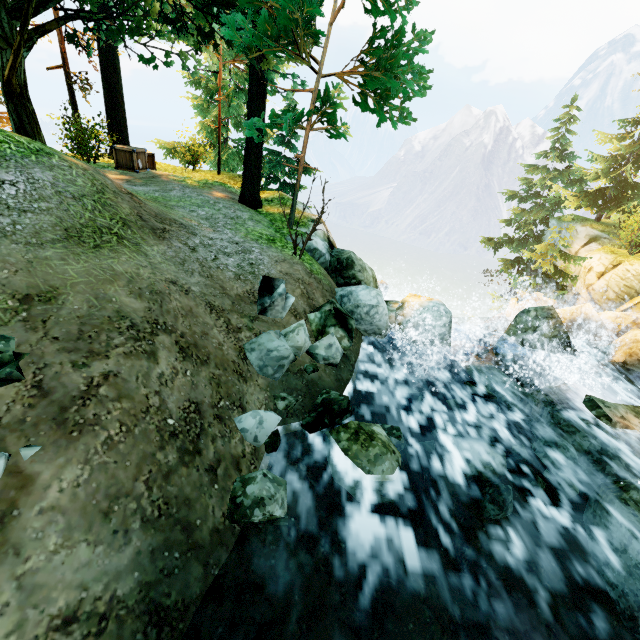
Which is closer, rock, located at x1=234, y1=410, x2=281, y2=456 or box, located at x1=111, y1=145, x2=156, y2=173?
rock, located at x1=234, y1=410, x2=281, y2=456

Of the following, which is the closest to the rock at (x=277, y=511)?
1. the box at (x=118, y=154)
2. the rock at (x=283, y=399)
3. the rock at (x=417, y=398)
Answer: the rock at (x=283, y=399)

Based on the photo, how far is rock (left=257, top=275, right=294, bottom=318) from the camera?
5.67m

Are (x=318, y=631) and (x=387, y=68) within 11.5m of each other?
yes

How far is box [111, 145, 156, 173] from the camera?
11.59m

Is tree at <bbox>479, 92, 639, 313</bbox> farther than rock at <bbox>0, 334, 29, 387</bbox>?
Yes

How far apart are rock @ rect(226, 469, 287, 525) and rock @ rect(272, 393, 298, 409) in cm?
109

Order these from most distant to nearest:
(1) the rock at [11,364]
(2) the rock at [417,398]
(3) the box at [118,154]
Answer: (3) the box at [118,154] < (2) the rock at [417,398] < (1) the rock at [11,364]
